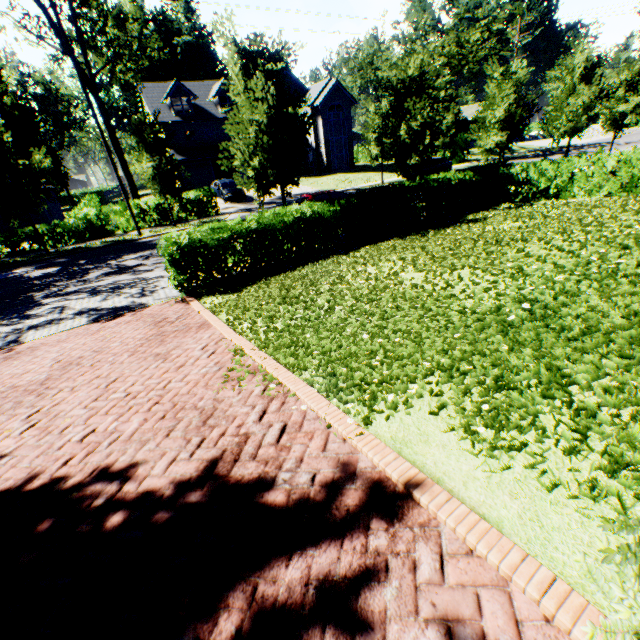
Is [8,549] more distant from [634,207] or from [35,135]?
[35,135]

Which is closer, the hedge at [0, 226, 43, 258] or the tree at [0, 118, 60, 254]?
the tree at [0, 118, 60, 254]

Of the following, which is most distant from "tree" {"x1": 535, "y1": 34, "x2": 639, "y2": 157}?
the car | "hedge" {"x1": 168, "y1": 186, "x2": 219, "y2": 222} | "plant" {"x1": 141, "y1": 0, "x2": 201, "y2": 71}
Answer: the car

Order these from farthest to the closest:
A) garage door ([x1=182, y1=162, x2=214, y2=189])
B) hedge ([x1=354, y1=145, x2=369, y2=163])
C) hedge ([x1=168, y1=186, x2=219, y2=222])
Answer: hedge ([x1=354, y1=145, x2=369, y2=163])
garage door ([x1=182, y1=162, x2=214, y2=189])
hedge ([x1=168, y1=186, x2=219, y2=222])

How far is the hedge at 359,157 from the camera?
49.31m

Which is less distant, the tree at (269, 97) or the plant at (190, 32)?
the tree at (269, 97)

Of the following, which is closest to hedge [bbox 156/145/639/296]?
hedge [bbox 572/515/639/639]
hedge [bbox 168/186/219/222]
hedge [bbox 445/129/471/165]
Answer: hedge [bbox 572/515/639/639]

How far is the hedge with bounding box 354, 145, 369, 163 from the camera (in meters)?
49.31
